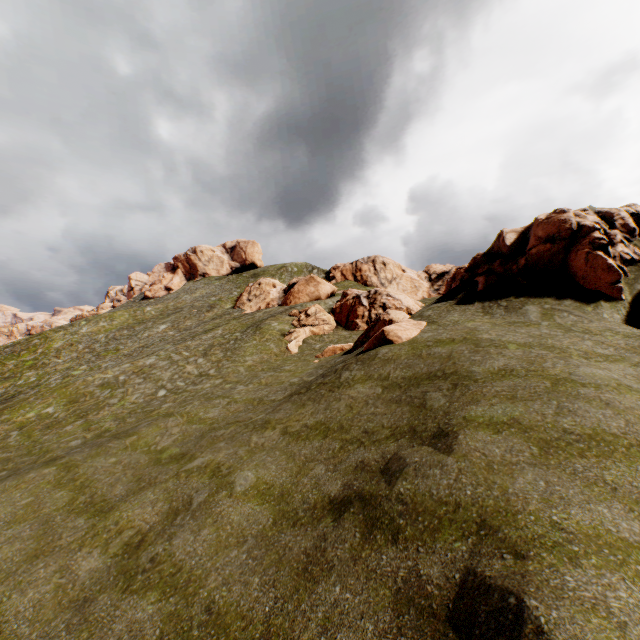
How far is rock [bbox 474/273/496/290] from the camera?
21.0 meters

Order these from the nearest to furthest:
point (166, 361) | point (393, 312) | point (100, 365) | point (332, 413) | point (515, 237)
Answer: point (332, 413) → point (515, 237) → point (393, 312) → point (166, 361) → point (100, 365)

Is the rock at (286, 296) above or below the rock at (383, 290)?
above

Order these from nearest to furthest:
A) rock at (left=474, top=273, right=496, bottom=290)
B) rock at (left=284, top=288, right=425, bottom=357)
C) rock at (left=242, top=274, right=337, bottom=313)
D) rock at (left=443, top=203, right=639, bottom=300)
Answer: rock at (left=443, top=203, right=639, bottom=300), rock at (left=284, top=288, right=425, bottom=357), rock at (left=474, top=273, right=496, bottom=290), rock at (left=242, top=274, right=337, bottom=313)

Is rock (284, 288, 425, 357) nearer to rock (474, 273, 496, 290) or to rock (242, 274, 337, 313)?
rock (474, 273, 496, 290)

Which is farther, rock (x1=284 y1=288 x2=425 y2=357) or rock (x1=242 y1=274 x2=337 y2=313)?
rock (x1=242 y1=274 x2=337 y2=313)

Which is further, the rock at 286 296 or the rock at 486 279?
the rock at 286 296
